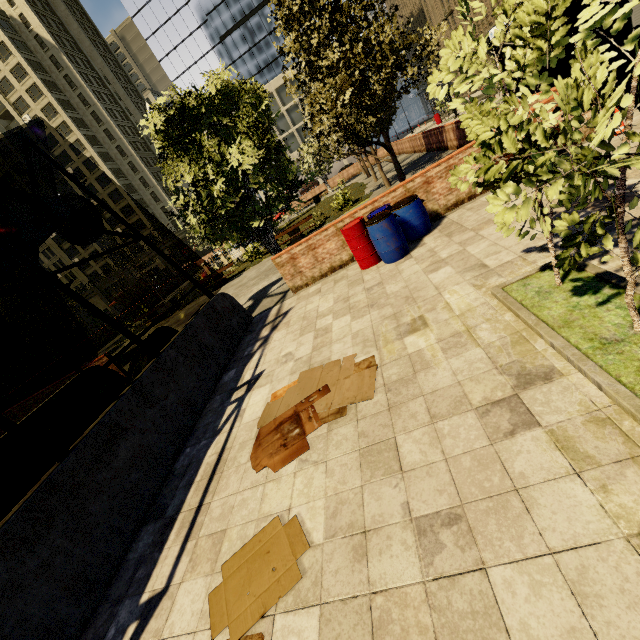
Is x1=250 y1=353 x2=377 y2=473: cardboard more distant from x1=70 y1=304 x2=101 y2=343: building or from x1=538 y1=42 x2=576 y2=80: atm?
x1=70 y1=304 x2=101 y2=343: building

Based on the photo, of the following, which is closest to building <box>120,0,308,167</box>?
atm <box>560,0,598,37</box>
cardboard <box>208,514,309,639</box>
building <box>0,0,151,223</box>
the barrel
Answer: building <box>0,0,151,223</box>

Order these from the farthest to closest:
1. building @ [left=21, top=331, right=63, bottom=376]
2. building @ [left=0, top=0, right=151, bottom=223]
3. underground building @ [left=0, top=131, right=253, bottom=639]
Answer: building @ [left=0, top=0, right=151, bottom=223] → building @ [left=21, top=331, right=63, bottom=376] → underground building @ [left=0, top=131, right=253, bottom=639]

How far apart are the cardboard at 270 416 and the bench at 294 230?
13.2 meters

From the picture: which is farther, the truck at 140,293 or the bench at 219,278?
the truck at 140,293

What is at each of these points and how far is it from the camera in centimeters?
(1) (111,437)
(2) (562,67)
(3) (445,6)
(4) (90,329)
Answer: (1) underground building, 436cm
(2) atm, 768cm
(3) building, 5088cm
(4) building, 4981cm

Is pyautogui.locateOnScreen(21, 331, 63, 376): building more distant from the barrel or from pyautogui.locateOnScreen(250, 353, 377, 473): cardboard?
the barrel

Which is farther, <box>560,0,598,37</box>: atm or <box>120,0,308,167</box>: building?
<box>120,0,308,167</box>: building
